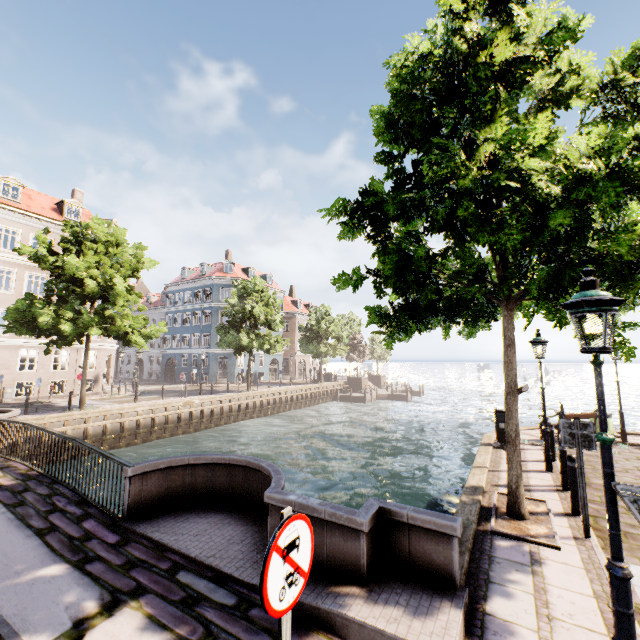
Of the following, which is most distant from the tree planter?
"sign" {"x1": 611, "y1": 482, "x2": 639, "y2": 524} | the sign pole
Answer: the sign pole

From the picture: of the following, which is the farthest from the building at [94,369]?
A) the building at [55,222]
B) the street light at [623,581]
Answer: the building at [55,222]

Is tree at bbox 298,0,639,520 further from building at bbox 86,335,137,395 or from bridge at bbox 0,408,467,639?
building at bbox 86,335,137,395

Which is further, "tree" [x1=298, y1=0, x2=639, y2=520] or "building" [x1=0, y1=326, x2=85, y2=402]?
"building" [x1=0, y1=326, x2=85, y2=402]

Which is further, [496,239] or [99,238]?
[99,238]

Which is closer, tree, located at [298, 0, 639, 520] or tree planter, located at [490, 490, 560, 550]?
tree, located at [298, 0, 639, 520]

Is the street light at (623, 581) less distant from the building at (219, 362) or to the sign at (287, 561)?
the sign at (287, 561)

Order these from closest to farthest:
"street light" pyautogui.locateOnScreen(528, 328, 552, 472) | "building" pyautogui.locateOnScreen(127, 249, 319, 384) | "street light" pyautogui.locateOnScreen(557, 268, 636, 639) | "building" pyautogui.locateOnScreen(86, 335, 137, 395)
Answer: "street light" pyautogui.locateOnScreen(557, 268, 636, 639)
"street light" pyautogui.locateOnScreen(528, 328, 552, 472)
"building" pyautogui.locateOnScreen(86, 335, 137, 395)
"building" pyautogui.locateOnScreen(127, 249, 319, 384)
